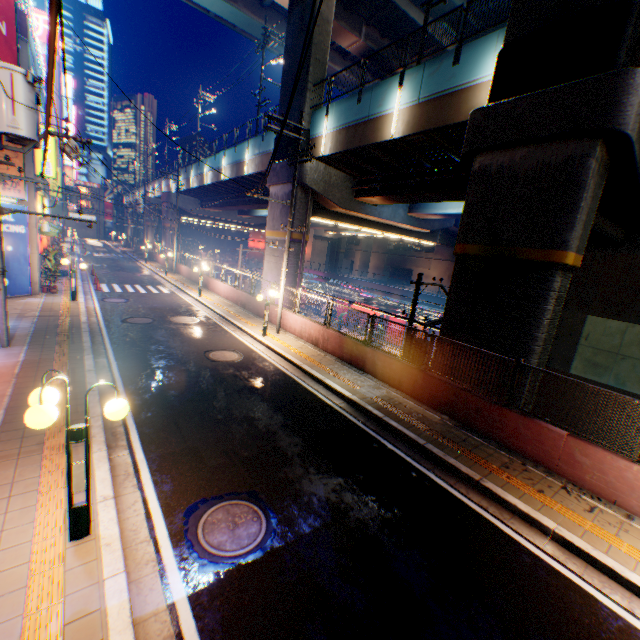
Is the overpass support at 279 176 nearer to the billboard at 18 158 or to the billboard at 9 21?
the billboard at 9 21

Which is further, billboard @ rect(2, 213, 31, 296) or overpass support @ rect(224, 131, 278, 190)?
overpass support @ rect(224, 131, 278, 190)

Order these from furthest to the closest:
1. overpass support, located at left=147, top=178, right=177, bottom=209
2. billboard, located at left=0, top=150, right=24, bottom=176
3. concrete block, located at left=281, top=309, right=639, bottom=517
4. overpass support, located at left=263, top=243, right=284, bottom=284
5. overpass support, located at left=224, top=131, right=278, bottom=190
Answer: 1. overpass support, located at left=147, top=178, right=177, bottom=209
2. overpass support, located at left=224, top=131, right=278, bottom=190
3. overpass support, located at left=263, top=243, right=284, bottom=284
4. billboard, located at left=0, top=150, right=24, bottom=176
5. concrete block, located at left=281, top=309, right=639, bottom=517

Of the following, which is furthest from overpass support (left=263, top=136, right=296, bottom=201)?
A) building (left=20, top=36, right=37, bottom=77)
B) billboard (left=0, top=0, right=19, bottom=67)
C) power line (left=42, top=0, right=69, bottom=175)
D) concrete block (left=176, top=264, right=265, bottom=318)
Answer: building (left=20, top=36, right=37, bottom=77)

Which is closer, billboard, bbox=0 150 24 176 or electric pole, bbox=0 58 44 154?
electric pole, bbox=0 58 44 154

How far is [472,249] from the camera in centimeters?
1032cm

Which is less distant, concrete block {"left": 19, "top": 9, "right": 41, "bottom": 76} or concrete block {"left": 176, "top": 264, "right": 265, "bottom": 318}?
concrete block {"left": 19, "top": 9, "right": 41, "bottom": 76}

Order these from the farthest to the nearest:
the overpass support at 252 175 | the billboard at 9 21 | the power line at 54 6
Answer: the overpass support at 252 175, the billboard at 9 21, the power line at 54 6
